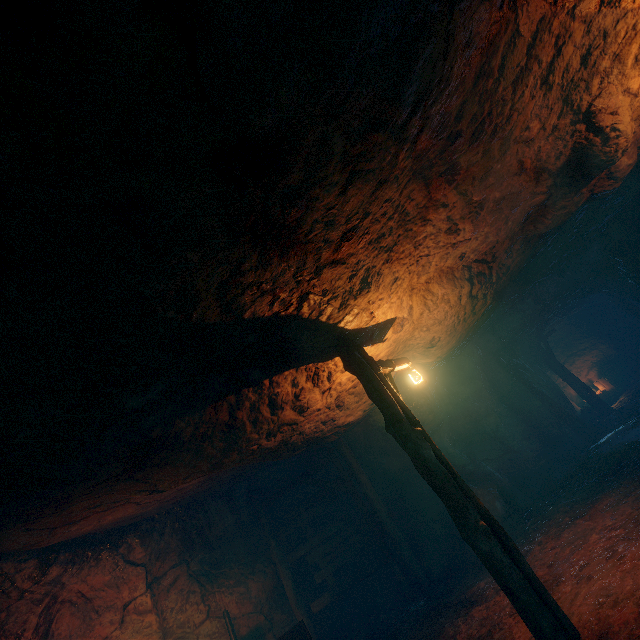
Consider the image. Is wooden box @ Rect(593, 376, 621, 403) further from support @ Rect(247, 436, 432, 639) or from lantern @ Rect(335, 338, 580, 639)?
lantern @ Rect(335, 338, 580, 639)

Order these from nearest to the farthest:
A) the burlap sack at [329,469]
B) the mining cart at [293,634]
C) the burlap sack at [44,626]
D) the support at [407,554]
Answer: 1. the burlap sack at [44,626]
2. the mining cart at [293,634]
3. the support at [407,554]
4. the burlap sack at [329,469]

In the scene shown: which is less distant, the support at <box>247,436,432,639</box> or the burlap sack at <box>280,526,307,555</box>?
the support at <box>247,436,432,639</box>

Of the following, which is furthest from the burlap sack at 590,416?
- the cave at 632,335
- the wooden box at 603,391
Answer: the wooden box at 603,391

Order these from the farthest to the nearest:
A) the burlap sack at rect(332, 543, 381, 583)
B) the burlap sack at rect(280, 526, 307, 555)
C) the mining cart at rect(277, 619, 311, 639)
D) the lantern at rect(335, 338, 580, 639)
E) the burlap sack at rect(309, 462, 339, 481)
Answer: the burlap sack at rect(309, 462, 339, 481) → the burlap sack at rect(280, 526, 307, 555) → the burlap sack at rect(332, 543, 381, 583) → the mining cart at rect(277, 619, 311, 639) → the lantern at rect(335, 338, 580, 639)

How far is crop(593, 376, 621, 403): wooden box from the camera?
17.25m

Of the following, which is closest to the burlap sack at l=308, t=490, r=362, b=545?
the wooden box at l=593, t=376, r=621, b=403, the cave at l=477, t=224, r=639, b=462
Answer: the cave at l=477, t=224, r=639, b=462

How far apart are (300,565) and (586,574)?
9.0m
